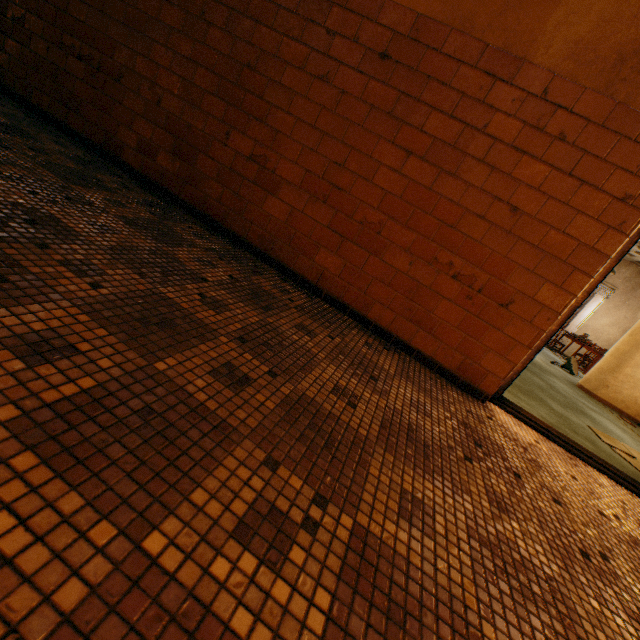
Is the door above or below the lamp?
below

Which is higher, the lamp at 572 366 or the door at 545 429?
the lamp at 572 366

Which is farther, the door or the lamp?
the lamp

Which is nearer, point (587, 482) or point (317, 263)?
point (587, 482)

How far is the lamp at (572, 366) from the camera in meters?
7.6

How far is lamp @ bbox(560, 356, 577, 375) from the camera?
7.6 meters
